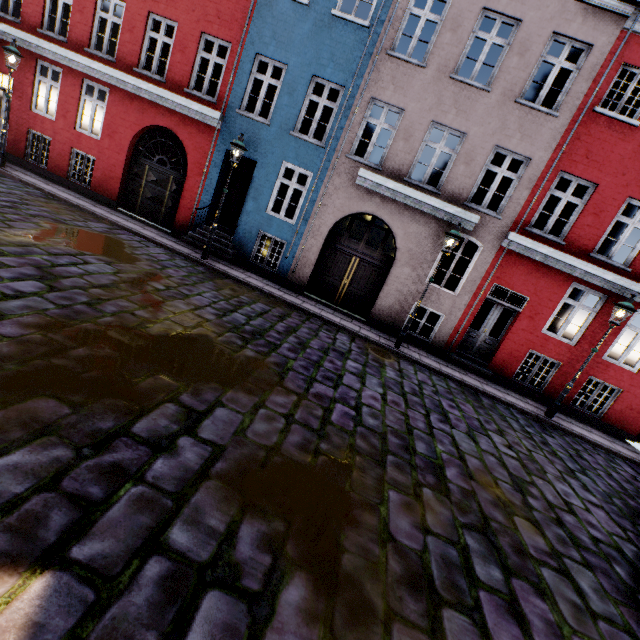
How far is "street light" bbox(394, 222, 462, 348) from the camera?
8.7m

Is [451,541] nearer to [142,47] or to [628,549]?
[628,549]

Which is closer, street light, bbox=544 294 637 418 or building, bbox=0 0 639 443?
street light, bbox=544 294 637 418

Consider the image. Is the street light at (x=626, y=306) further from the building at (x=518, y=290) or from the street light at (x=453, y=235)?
the building at (x=518, y=290)

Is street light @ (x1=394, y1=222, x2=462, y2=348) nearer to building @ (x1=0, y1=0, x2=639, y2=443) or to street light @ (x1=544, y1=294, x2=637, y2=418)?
street light @ (x1=544, y1=294, x2=637, y2=418)

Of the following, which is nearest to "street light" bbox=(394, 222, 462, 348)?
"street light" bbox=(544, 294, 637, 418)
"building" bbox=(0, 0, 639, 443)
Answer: "street light" bbox=(544, 294, 637, 418)

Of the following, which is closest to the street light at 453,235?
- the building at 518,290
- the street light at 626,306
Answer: the street light at 626,306
